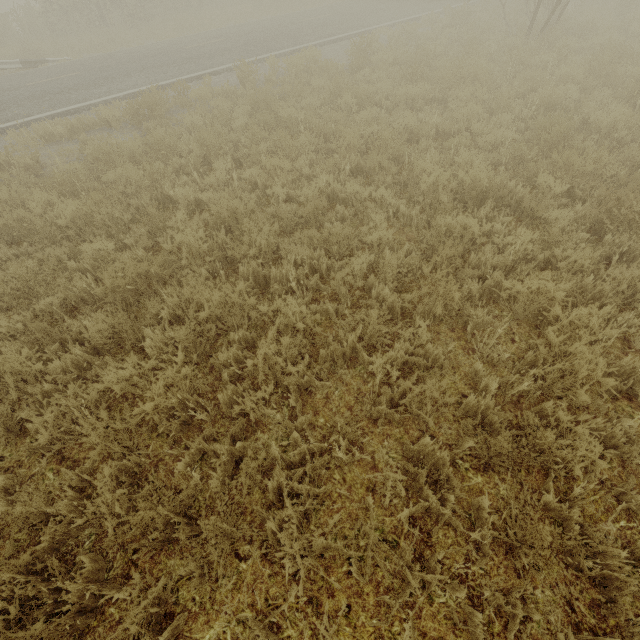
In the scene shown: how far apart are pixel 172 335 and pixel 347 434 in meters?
2.2 m

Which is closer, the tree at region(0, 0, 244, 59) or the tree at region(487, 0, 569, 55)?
the tree at region(487, 0, 569, 55)

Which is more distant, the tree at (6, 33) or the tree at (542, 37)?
the tree at (6, 33)
